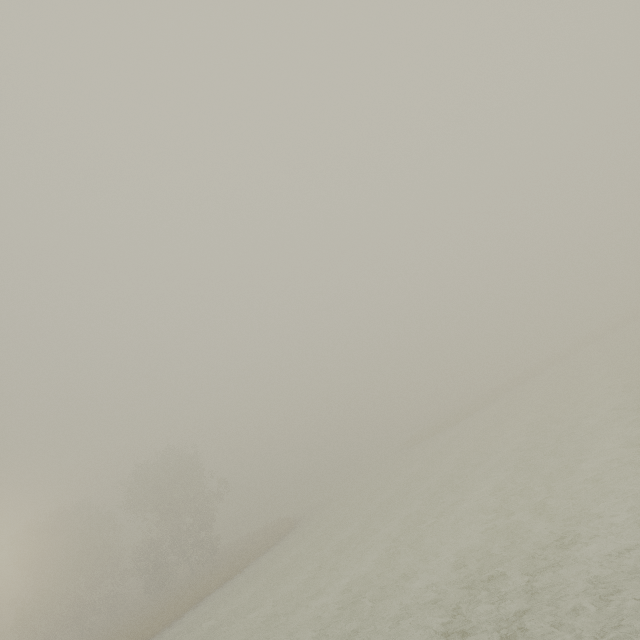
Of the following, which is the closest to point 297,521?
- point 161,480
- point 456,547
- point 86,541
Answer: point 161,480
